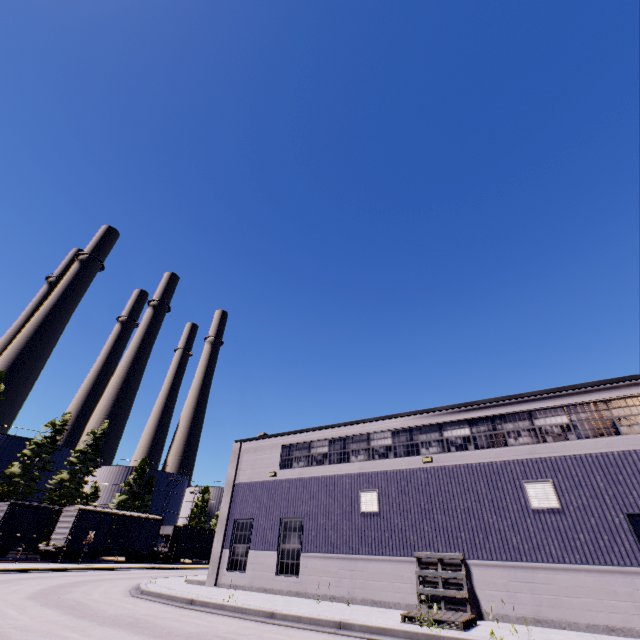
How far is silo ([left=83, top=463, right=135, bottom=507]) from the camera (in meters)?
54.91

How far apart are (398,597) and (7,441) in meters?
54.8

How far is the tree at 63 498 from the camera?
39.93m

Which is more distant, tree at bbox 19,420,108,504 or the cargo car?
tree at bbox 19,420,108,504

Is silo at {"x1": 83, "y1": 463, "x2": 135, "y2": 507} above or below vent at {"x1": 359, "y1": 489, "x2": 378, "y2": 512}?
above

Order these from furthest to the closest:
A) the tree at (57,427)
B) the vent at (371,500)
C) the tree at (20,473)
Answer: →
1. the tree at (57,427)
2. the tree at (20,473)
3. the vent at (371,500)

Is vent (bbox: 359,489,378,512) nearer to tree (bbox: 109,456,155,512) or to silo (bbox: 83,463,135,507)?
silo (bbox: 83,463,135,507)

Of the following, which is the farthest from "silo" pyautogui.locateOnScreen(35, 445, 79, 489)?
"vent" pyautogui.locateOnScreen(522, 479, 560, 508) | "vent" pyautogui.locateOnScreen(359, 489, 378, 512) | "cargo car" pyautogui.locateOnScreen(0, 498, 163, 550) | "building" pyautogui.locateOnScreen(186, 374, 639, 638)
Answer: "vent" pyautogui.locateOnScreen(522, 479, 560, 508)
